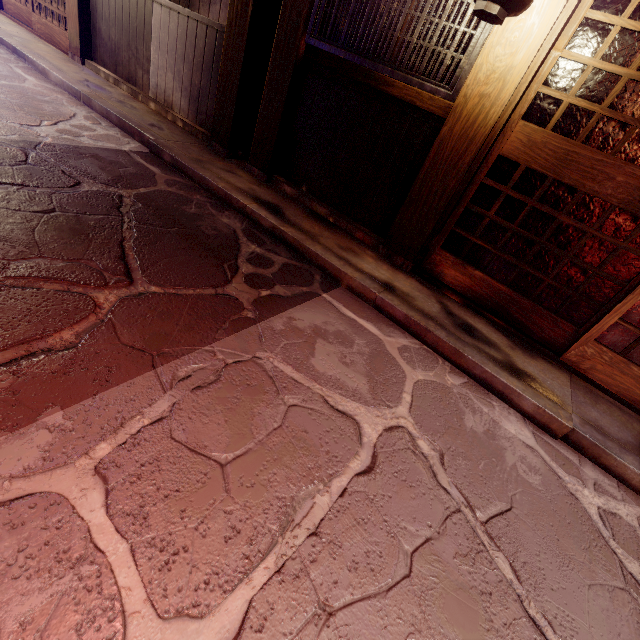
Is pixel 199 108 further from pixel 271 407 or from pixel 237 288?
pixel 271 407

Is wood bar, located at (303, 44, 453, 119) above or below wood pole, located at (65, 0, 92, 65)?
above

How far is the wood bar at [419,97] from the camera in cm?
566

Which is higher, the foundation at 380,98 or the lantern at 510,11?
the lantern at 510,11

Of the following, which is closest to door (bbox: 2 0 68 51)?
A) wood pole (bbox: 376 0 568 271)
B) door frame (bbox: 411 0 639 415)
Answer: wood pole (bbox: 376 0 568 271)

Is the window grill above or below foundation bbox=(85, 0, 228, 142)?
above

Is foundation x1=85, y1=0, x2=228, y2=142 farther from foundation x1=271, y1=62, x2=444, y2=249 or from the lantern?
the lantern

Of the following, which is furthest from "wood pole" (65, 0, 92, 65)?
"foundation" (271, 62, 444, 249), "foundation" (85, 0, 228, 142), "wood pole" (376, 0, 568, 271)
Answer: "wood pole" (376, 0, 568, 271)
